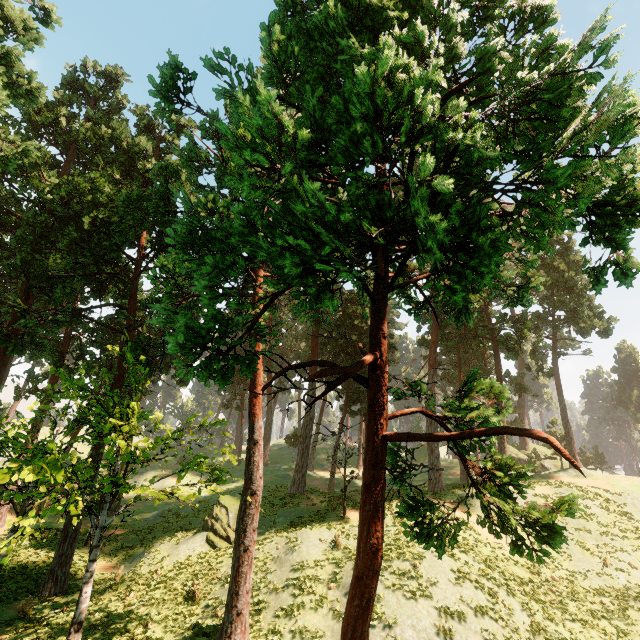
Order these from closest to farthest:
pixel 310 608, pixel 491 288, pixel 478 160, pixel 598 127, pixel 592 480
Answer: pixel 598 127
pixel 491 288
pixel 478 160
pixel 310 608
pixel 592 480
